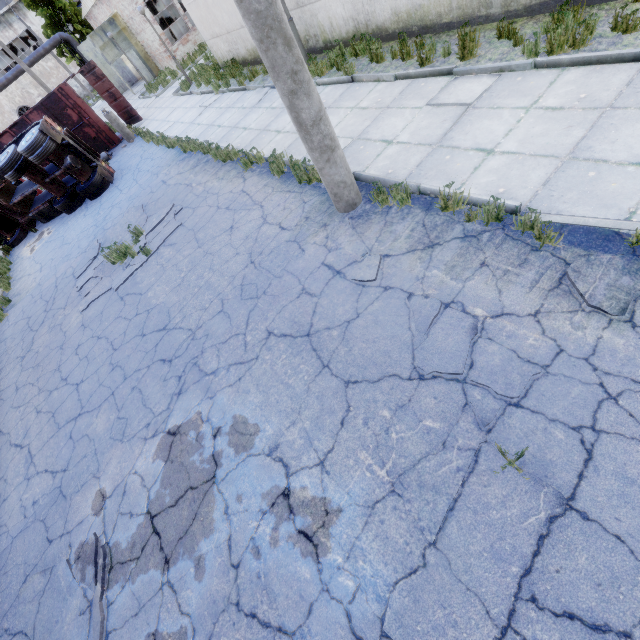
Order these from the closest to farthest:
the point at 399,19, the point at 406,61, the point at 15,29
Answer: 1. the point at 406,61
2. the point at 399,19
3. the point at 15,29

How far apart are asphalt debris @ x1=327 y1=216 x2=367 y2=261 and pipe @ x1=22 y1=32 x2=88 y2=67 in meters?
39.1

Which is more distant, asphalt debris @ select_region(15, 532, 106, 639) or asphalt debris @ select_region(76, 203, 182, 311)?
asphalt debris @ select_region(76, 203, 182, 311)

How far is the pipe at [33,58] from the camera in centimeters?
2744cm

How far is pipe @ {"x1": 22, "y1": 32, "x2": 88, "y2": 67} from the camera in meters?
27.4 m

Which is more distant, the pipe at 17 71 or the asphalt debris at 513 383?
the pipe at 17 71

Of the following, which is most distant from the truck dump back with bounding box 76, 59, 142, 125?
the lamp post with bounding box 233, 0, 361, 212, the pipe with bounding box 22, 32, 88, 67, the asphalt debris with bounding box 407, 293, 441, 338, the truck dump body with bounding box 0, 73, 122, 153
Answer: the asphalt debris with bounding box 407, 293, 441, 338

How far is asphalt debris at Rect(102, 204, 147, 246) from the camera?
9.8m
